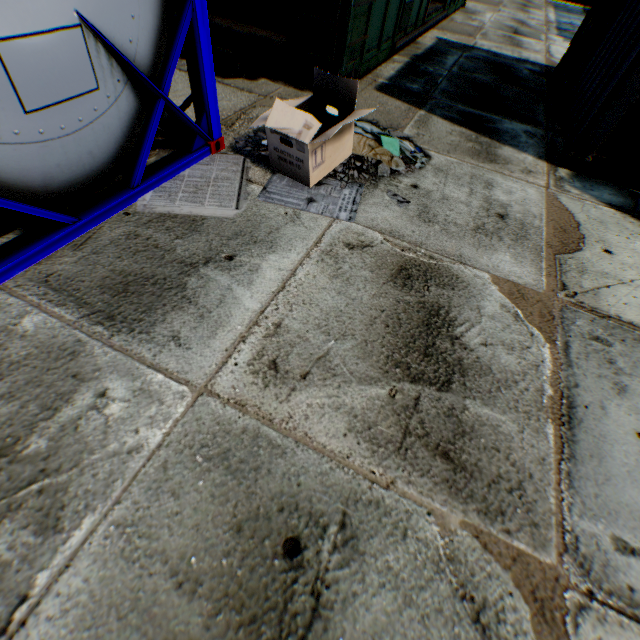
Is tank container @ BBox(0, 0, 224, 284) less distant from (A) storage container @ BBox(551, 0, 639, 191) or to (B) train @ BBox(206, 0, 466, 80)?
(B) train @ BBox(206, 0, 466, 80)

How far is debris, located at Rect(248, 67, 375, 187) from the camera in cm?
284

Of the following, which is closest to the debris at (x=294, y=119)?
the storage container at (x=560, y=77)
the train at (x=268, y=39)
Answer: the train at (x=268, y=39)

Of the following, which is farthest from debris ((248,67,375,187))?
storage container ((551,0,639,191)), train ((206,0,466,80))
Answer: storage container ((551,0,639,191))

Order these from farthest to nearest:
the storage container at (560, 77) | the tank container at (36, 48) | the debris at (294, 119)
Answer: the storage container at (560, 77)
the debris at (294, 119)
the tank container at (36, 48)

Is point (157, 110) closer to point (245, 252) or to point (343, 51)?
point (245, 252)

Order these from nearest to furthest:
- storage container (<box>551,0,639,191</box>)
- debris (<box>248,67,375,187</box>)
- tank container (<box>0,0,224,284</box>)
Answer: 1. tank container (<box>0,0,224,284</box>)
2. debris (<box>248,67,375,187</box>)
3. storage container (<box>551,0,639,191</box>)
